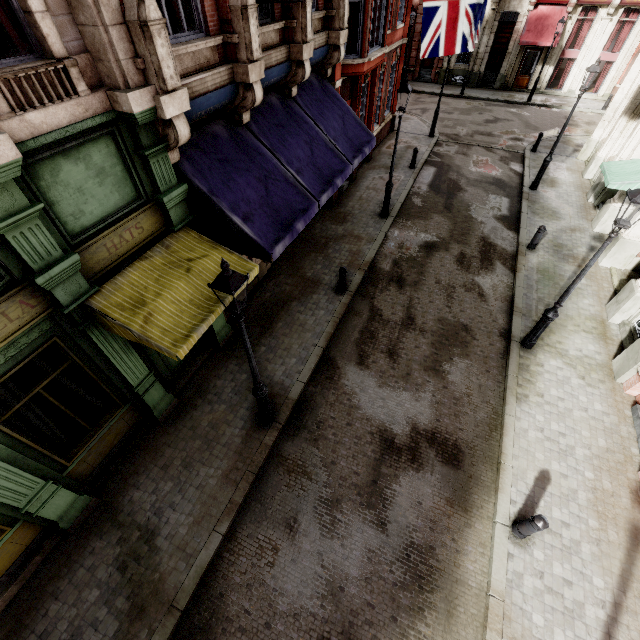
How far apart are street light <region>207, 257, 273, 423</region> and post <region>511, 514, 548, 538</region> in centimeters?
548cm

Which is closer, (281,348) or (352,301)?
(281,348)

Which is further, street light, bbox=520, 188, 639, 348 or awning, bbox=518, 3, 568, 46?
awning, bbox=518, 3, 568, 46

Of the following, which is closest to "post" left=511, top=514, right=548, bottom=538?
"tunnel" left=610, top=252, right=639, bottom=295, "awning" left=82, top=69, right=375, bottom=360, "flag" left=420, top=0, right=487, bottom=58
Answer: "awning" left=82, top=69, right=375, bottom=360

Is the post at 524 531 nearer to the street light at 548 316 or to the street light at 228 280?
the street light at 548 316

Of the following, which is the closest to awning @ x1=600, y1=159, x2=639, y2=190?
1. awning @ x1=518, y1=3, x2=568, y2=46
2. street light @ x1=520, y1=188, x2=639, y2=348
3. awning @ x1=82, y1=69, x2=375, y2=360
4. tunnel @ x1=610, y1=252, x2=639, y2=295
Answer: tunnel @ x1=610, y1=252, x2=639, y2=295

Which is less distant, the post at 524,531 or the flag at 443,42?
the post at 524,531

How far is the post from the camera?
5.7 meters
